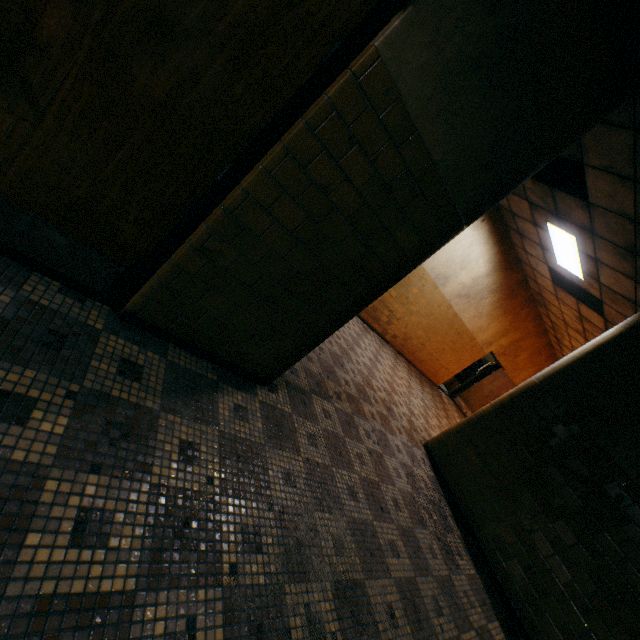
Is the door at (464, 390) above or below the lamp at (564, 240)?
below

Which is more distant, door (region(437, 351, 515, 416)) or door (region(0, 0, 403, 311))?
door (region(437, 351, 515, 416))

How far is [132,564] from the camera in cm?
124

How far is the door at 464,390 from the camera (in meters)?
11.72

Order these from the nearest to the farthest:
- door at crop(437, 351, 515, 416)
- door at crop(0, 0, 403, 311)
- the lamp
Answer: door at crop(0, 0, 403, 311)
the lamp
door at crop(437, 351, 515, 416)

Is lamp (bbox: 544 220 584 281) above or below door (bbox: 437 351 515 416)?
above

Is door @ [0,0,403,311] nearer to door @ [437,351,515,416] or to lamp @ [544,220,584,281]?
lamp @ [544,220,584,281]
